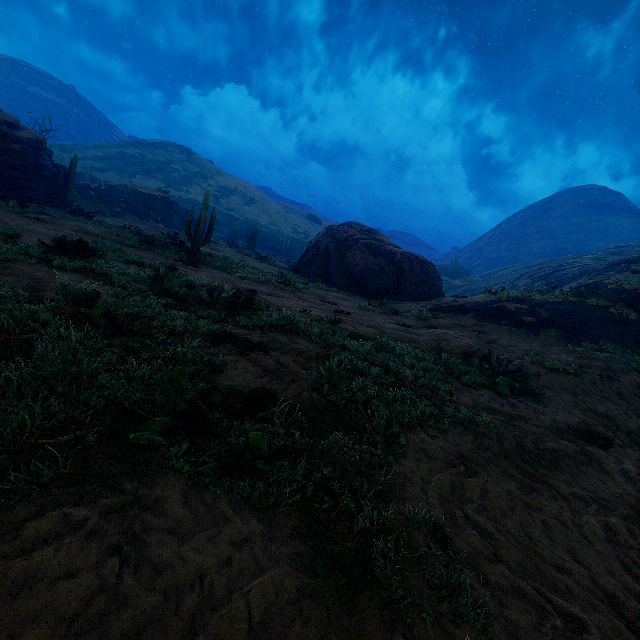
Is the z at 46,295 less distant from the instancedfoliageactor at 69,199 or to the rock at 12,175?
the rock at 12,175

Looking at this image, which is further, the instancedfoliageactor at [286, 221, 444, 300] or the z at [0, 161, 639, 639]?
the instancedfoliageactor at [286, 221, 444, 300]

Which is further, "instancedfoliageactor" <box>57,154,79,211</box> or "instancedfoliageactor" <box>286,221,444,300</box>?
"instancedfoliageactor" <box>57,154,79,211</box>

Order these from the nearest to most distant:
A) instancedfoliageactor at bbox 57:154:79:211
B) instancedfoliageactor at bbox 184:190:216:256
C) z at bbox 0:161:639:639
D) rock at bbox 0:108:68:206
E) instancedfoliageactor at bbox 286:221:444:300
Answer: z at bbox 0:161:639:639, instancedfoliageactor at bbox 184:190:216:256, rock at bbox 0:108:68:206, instancedfoliageactor at bbox 286:221:444:300, instancedfoliageactor at bbox 57:154:79:211

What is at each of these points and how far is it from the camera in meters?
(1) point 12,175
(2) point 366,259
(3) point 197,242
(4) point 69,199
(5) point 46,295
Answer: (1) rock, 17.6
(2) instancedfoliageactor, 19.4
(3) instancedfoliageactor, 14.2
(4) instancedfoliageactor, 20.4
(5) z, 4.7

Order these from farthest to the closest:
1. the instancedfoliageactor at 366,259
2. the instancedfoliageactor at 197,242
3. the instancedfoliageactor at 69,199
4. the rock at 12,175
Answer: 1. the instancedfoliageactor at 69,199
2. the instancedfoliageactor at 366,259
3. the rock at 12,175
4. the instancedfoliageactor at 197,242

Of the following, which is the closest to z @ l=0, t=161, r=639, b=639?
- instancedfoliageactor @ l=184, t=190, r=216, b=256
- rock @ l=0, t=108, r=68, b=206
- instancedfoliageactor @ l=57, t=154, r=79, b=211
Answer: instancedfoliageactor @ l=184, t=190, r=216, b=256

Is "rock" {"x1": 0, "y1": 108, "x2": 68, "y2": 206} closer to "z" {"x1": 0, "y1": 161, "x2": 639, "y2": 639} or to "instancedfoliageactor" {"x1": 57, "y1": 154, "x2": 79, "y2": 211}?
"instancedfoliageactor" {"x1": 57, "y1": 154, "x2": 79, "y2": 211}
